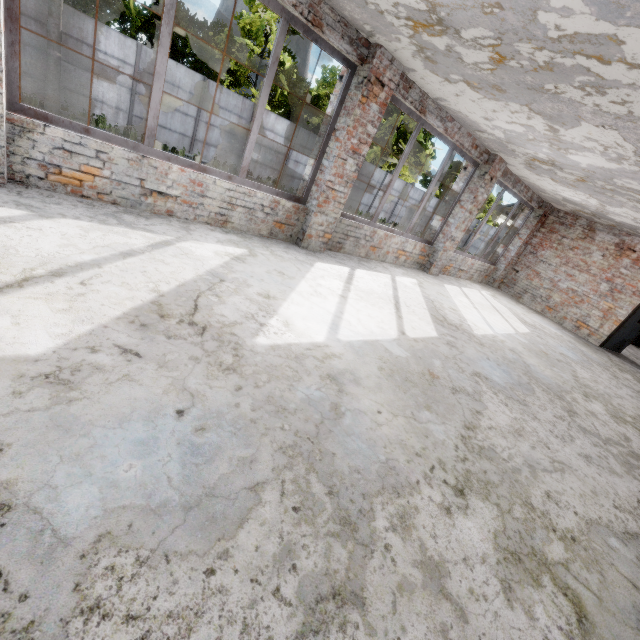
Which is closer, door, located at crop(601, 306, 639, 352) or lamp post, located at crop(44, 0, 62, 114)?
door, located at crop(601, 306, 639, 352)

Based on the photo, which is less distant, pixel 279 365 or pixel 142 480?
pixel 142 480

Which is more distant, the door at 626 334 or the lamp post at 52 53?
the lamp post at 52 53
